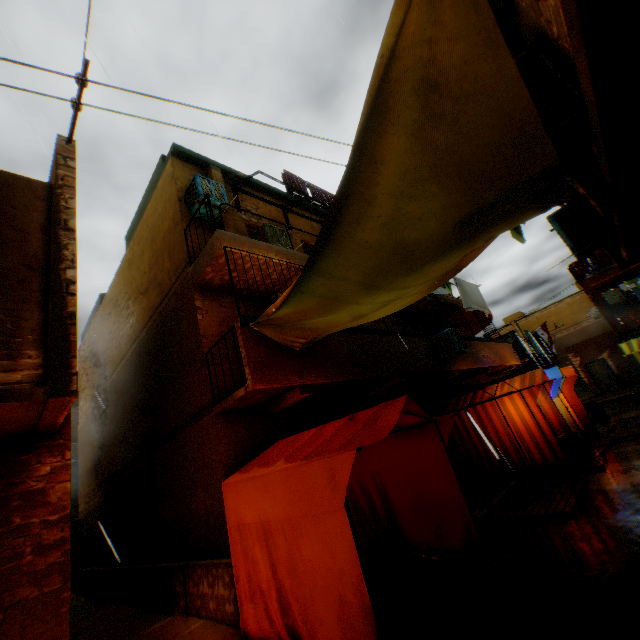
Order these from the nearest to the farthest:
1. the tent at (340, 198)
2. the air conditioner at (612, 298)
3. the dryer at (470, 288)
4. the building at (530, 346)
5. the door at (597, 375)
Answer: the tent at (340, 198)
the building at (530, 346)
the dryer at (470, 288)
the air conditioner at (612, 298)
the door at (597, 375)

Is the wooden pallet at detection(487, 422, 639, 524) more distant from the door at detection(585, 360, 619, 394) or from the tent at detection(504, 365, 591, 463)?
the door at detection(585, 360, 619, 394)

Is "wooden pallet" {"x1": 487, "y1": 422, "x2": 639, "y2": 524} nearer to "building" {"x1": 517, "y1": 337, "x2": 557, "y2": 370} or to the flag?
"building" {"x1": 517, "y1": 337, "x2": 557, "y2": 370}

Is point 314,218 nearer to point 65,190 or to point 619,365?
point 65,190

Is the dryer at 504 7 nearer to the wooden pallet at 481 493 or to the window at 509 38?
the window at 509 38

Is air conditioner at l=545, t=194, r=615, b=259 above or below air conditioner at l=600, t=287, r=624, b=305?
below

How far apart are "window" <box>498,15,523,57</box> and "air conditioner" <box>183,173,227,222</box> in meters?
4.9 m

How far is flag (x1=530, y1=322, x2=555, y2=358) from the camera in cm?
1820
